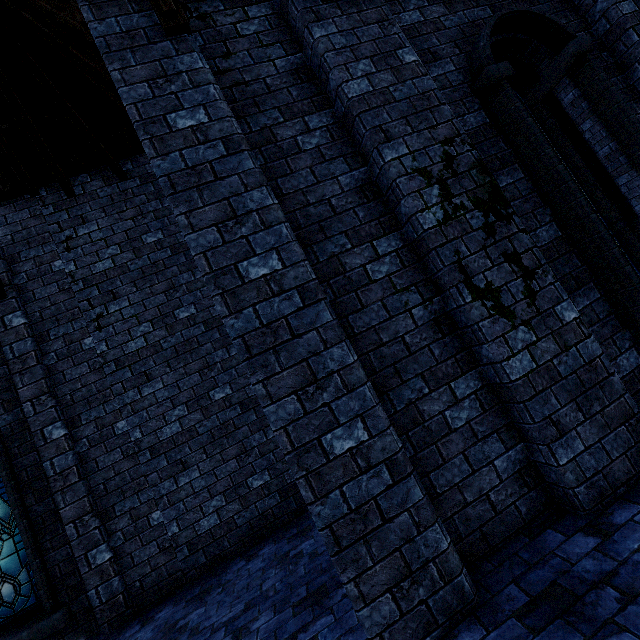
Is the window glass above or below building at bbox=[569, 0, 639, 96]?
below

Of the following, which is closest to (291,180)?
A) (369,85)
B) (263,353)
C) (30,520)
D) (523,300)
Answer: (369,85)

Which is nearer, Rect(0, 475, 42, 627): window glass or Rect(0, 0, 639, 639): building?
Rect(0, 0, 639, 639): building

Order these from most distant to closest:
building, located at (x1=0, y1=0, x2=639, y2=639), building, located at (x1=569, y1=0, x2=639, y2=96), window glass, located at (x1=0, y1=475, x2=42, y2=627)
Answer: window glass, located at (x1=0, y1=475, x2=42, y2=627)
building, located at (x1=569, y1=0, x2=639, y2=96)
building, located at (x1=0, y1=0, x2=639, y2=639)

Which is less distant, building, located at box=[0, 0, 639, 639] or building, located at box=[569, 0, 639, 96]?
building, located at box=[0, 0, 639, 639]

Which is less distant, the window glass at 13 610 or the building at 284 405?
the building at 284 405

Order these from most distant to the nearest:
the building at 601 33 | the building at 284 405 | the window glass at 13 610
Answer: the window glass at 13 610 → the building at 601 33 → the building at 284 405
